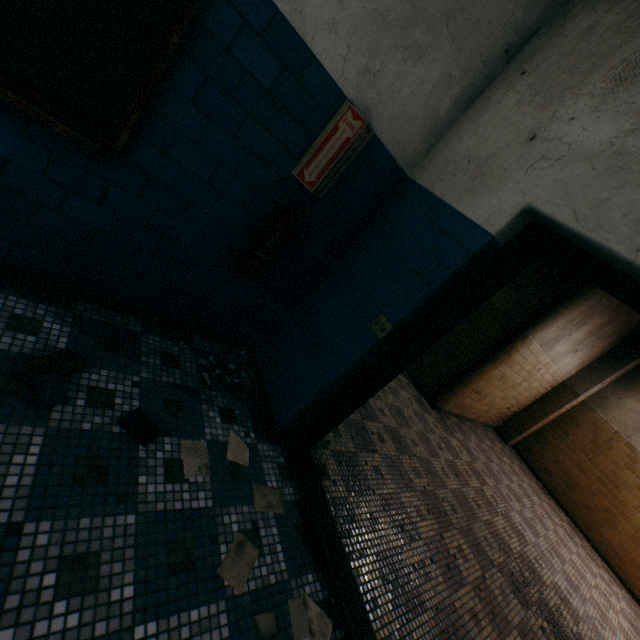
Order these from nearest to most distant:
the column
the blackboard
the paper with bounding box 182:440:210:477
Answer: the blackboard, the paper with bounding box 182:440:210:477, the column

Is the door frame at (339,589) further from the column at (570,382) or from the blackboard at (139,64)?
the column at (570,382)

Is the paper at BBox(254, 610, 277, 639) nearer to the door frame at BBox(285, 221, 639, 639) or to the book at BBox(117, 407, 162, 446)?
the door frame at BBox(285, 221, 639, 639)

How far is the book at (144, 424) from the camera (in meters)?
1.69

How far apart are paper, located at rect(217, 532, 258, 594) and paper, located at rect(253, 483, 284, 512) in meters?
0.2

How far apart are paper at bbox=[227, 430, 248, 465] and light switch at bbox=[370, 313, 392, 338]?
1.2m

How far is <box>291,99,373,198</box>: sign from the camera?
1.9m

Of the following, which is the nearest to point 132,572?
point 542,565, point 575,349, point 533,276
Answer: point 542,565
